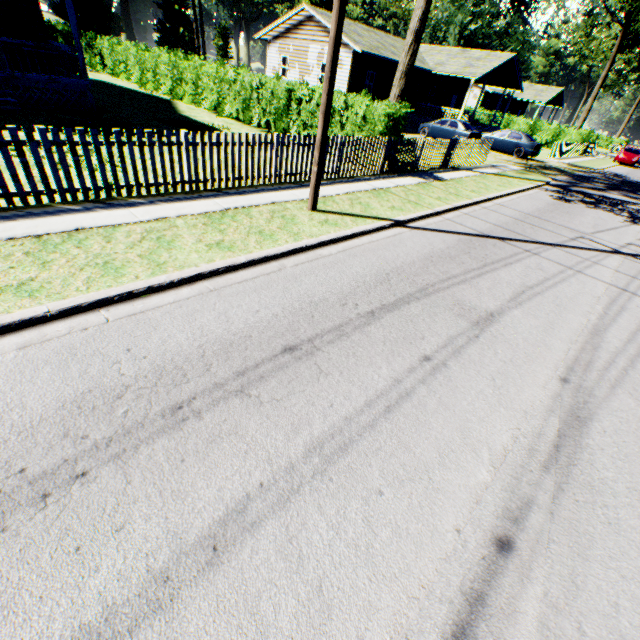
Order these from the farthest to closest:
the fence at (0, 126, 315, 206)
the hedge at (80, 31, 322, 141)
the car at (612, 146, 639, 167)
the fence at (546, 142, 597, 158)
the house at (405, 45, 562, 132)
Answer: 1. the car at (612, 146, 639, 167)
2. the house at (405, 45, 562, 132)
3. the fence at (546, 142, 597, 158)
4. the hedge at (80, 31, 322, 141)
5. the fence at (0, 126, 315, 206)

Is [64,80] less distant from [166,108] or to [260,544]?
[166,108]

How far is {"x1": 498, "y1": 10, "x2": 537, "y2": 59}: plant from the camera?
55.41m

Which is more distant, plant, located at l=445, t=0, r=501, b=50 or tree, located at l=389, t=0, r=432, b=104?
plant, located at l=445, t=0, r=501, b=50

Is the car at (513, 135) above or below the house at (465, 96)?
below

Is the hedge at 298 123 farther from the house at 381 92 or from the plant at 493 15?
the plant at 493 15

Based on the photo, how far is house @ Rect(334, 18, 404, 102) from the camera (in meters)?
23.47

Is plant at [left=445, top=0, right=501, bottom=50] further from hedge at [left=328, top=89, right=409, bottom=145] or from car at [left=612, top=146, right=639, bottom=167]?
hedge at [left=328, top=89, right=409, bottom=145]
